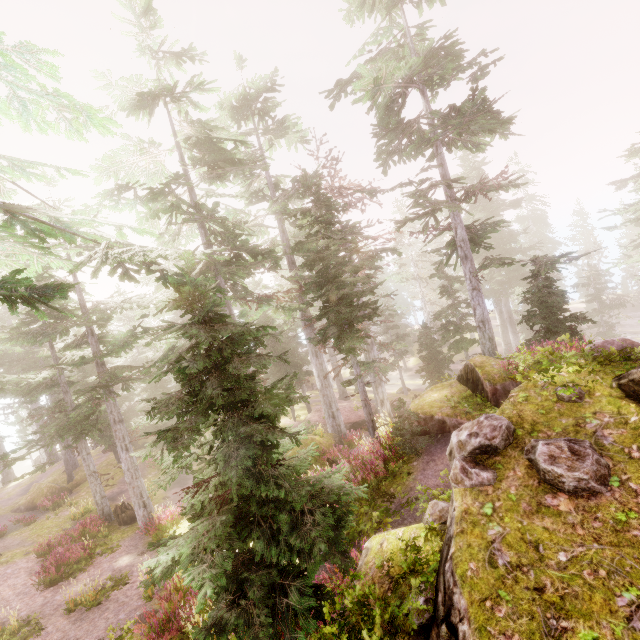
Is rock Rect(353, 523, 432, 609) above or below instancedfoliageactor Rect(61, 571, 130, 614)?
above

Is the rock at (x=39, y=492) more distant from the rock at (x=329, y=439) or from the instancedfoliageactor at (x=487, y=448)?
the rock at (x=329, y=439)

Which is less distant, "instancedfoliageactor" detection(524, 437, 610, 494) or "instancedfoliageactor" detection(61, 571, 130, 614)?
"instancedfoliageactor" detection(524, 437, 610, 494)

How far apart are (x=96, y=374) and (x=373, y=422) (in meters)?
27.45

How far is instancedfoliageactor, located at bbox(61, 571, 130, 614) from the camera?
11.9 meters

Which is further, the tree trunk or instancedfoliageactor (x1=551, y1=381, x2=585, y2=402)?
the tree trunk

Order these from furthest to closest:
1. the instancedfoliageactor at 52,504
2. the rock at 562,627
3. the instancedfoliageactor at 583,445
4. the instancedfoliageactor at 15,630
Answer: the instancedfoliageactor at 52,504
the instancedfoliageactor at 15,630
the instancedfoliageactor at 583,445
the rock at 562,627

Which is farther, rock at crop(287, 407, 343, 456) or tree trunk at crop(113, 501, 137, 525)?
tree trunk at crop(113, 501, 137, 525)
